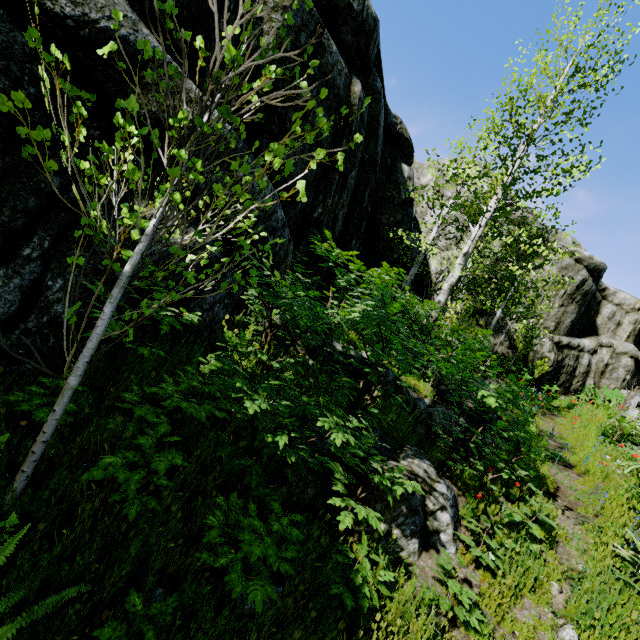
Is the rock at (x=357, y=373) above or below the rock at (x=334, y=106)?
below

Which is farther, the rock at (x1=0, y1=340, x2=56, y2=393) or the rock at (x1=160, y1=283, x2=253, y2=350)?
the rock at (x1=160, y1=283, x2=253, y2=350)

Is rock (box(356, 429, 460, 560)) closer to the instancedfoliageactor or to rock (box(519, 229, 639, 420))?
the instancedfoliageactor

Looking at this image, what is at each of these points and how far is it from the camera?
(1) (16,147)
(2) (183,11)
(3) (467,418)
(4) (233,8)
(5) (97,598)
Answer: (1) rock, 2.9m
(2) rock, 4.1m
(3) rock, 6.8m
(4) rock, 4.8m
(5) rock, 2.3m

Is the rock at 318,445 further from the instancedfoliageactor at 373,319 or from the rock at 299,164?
the rock at 299,164

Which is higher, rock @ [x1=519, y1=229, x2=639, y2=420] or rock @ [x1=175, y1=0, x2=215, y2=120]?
rock @ [x1=519, y1=229, x2=639, y2=420]

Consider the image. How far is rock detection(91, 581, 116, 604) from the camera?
2.3m
